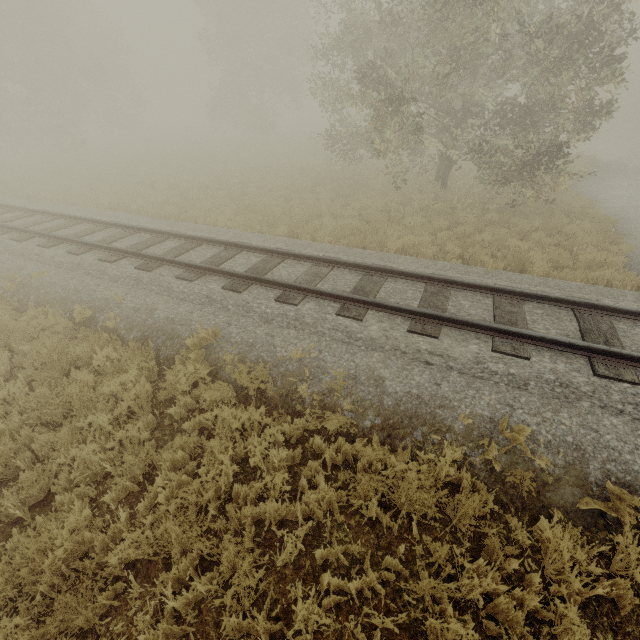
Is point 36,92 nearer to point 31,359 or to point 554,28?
point 31,359
